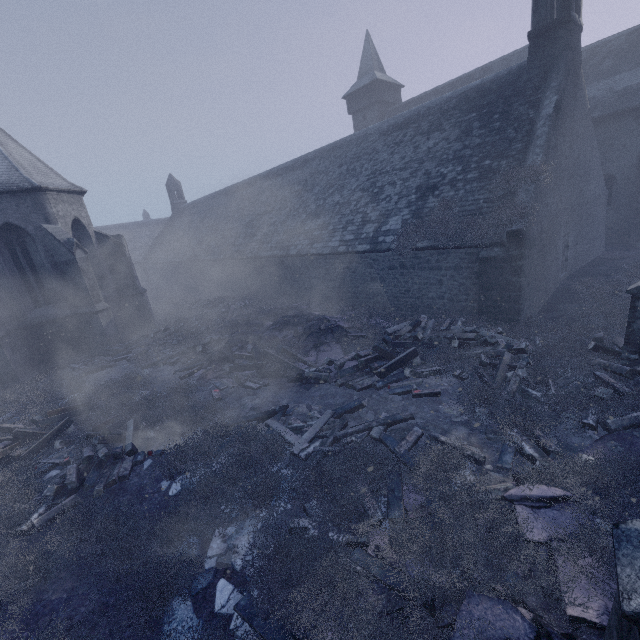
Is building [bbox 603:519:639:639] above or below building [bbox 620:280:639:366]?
above

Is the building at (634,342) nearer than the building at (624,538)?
No

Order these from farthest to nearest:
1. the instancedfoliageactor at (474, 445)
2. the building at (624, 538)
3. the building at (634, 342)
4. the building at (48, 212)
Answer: the building at (48, 212) < the building at (634, 342) < the instancedfoliageactor at (474, 445) < the building at (624, 538)

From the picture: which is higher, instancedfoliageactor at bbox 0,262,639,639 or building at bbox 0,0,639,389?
building at bbox 0,0,639,389

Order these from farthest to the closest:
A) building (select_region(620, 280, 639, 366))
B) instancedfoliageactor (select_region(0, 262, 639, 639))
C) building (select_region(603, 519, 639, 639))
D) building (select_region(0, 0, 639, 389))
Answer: building (select_region(0, 0, 639, 389)) < building (select_region(620, 280, 639, 366)) < instancedfoliageactor (select_region(0, 262, 639, 639)) < building (select_region(603, 519, 639, 639))

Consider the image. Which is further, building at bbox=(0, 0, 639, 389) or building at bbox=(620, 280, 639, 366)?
building at bbox=(0, 0, 639, 389)

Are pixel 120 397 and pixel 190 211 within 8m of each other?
no
